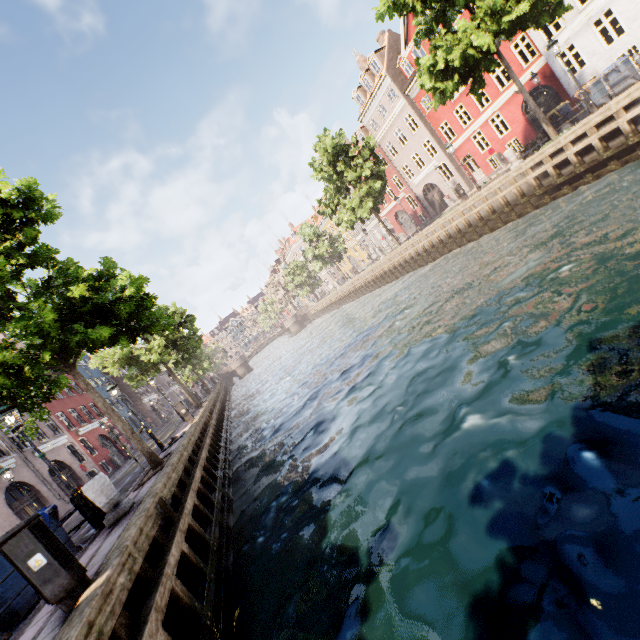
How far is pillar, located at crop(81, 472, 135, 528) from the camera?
7.1m

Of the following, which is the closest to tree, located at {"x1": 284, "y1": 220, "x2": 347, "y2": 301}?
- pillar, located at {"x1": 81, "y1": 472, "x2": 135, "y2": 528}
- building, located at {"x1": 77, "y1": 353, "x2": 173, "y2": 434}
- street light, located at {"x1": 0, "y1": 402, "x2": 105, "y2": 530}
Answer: street light, located at {"x1": 0, "y1": 402, "x2": 105, "y2": 530}

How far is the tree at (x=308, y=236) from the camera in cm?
4134

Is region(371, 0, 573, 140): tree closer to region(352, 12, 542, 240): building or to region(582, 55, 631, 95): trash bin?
region(582, 55, 631, 95): trash bin

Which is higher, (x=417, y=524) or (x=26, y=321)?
(x=26, y=321)

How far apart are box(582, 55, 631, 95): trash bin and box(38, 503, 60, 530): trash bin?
24.3 meters

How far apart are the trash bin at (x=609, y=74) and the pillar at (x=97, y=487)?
23.0m

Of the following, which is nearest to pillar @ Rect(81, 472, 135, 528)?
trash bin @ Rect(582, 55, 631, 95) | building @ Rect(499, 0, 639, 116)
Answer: trash bin @ Rect(582, 55, 631, 95)
